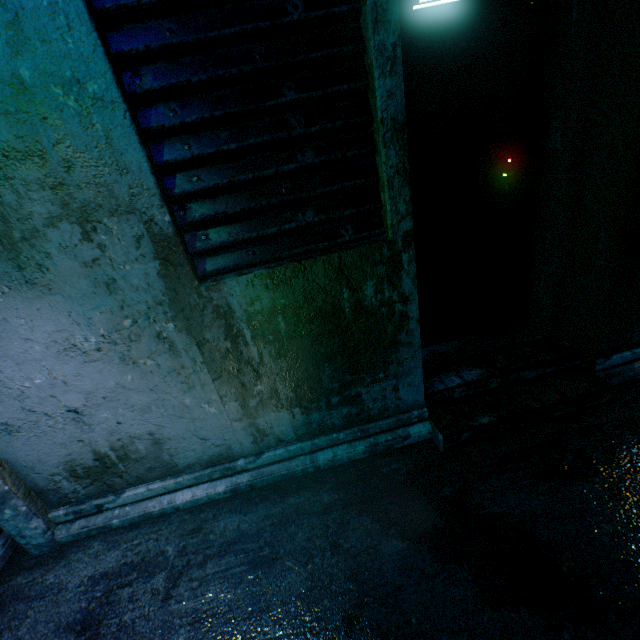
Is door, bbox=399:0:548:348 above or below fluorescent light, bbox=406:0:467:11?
below

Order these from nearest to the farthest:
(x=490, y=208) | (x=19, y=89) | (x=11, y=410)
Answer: (x=19, y=89) < (x=11, y=410) < (x=490, y=208)

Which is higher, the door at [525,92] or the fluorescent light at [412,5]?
the fluorescent light at [412,5]
